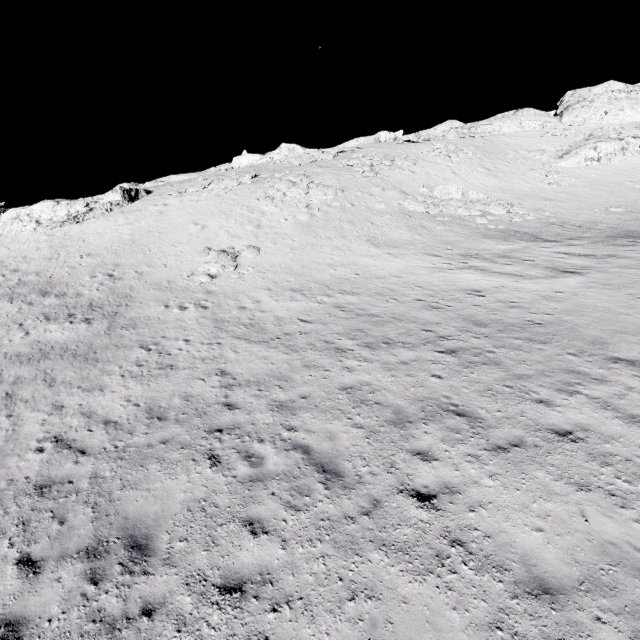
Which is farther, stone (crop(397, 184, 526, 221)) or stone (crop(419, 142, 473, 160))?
stone (crop(419, 142, 473, 160))

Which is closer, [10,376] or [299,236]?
[10,376]

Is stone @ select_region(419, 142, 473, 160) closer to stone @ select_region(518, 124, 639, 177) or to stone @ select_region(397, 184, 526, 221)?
stone @ select_region(518, 124, 639, 177)

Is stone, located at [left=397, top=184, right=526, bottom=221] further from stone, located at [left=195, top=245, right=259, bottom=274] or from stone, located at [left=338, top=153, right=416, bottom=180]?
stone, located at [left=195, top=245, right=259, bottom=274]

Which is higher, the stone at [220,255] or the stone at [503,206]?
the stone at [503,206]

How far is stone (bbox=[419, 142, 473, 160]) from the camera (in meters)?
37.81

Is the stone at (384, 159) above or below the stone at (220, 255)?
above

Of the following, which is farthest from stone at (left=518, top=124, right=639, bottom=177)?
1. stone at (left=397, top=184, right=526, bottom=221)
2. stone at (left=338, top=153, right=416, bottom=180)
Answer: stone at (left=338, top=153, right=416, bottom=180)
